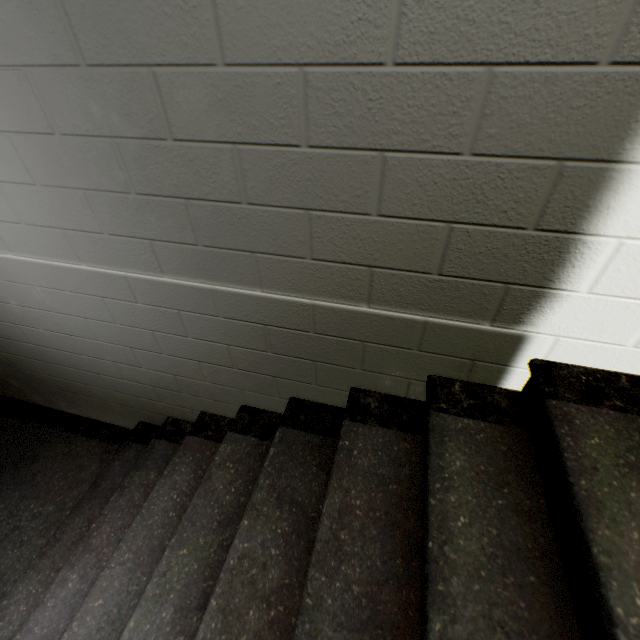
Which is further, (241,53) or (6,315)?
(6,315)
